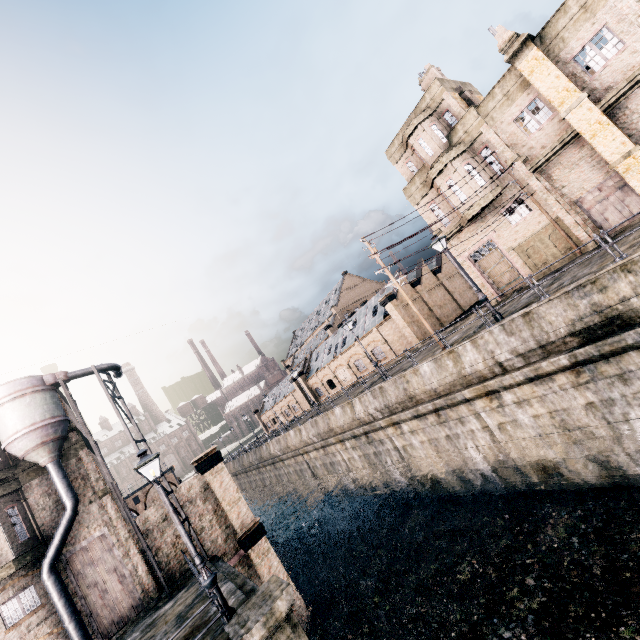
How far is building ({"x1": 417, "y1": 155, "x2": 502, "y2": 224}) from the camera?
23.0m

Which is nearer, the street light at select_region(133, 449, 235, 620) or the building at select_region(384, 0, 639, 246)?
the street light at select_region(133, 449, 235, 620)

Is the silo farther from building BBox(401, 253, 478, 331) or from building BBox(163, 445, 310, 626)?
building BBox(401, 253, 478, 331)

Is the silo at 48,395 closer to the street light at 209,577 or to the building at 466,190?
the street light at 209,577

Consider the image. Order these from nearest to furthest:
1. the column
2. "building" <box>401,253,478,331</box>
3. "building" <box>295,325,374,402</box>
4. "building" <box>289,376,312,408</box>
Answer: the column
"building" <box>401,253,478,331</box>
"building" <box>295,325,374,402</box>
"building" <box>289,376,312,408</box>

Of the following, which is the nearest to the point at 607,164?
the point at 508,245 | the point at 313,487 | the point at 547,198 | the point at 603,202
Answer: the point at 603,202

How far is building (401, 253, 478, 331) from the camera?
38.3 meters

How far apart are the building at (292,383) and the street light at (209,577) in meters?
Result: 49.2 m
